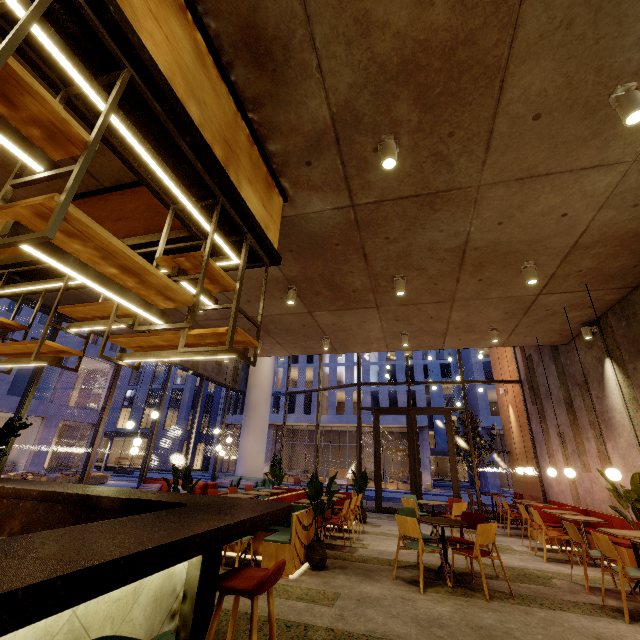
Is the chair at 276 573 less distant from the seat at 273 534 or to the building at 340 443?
the seat at 273 534

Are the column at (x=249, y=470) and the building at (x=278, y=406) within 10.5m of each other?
no

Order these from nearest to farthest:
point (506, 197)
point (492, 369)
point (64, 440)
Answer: point (506, 197)
point (492, 369)
point (64, 440)

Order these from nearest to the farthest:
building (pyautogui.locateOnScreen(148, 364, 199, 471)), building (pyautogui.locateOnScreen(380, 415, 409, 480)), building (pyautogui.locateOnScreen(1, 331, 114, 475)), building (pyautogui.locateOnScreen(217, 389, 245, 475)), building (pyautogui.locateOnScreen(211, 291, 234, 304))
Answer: building (pyautogui.locateOnScreen(211, 291, 234, 304)) → building (pyautogui.locateOnScreen(1, 331, 114, 475)) → building (pyautogui.locateOnScreen(380, 415, 409, 480)) → building (pyautogui.locateOnScreen(217, 389, 245, 475)) → building (pyautogui.locateOnScreen(148, 364, 199, 471))

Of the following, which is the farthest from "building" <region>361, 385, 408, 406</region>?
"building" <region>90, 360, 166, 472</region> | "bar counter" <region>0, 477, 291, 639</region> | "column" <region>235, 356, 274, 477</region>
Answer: "bar counter" <region>0, 477, 291, 639</region>

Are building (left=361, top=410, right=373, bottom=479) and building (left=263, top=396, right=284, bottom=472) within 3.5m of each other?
yes

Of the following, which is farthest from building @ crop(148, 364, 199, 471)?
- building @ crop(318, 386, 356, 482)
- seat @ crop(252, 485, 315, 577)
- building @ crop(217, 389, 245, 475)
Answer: seat @ crop(252, 485, 315, 577)

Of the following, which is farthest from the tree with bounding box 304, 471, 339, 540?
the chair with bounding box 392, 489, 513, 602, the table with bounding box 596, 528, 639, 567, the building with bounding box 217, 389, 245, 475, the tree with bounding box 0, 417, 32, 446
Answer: the building with bounding box 217, 389, 245, 475
